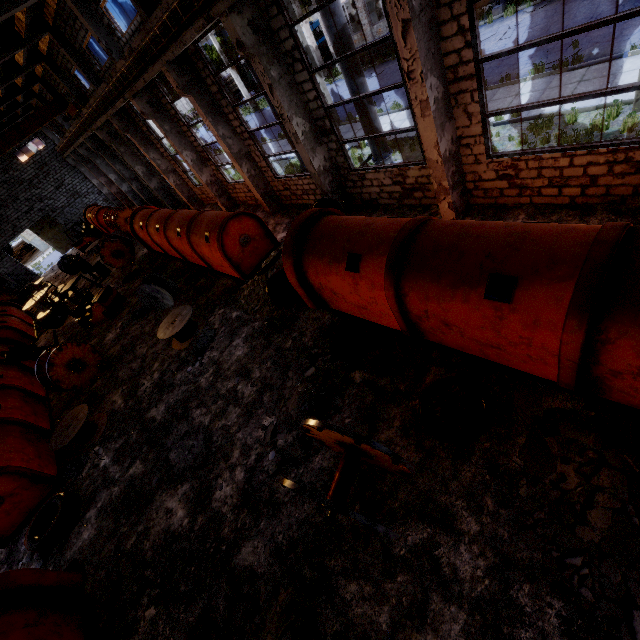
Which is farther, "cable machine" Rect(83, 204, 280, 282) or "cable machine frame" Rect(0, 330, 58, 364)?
Result: "cable machine frame" Rect(0, 330, 58, 364)

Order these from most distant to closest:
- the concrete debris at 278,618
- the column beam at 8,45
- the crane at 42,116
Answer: the crane at 42,116 < the column beam at 8,45 < the concrete debris at 278,618

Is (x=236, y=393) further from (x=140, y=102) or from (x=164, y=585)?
(x=140, y=102)

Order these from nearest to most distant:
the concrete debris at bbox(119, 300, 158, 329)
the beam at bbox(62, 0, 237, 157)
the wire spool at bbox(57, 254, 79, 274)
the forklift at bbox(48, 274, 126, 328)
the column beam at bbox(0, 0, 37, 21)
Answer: the beam at bbox(62, 0, 237, 157), the column beam at bbox(0, 0, 37, 21), the concrete debris at bbox(119, 300, 158, 329), the forklift at bbox(48, 274, 126, 328), the wire spool at bbox(57, 254, 79, 274)

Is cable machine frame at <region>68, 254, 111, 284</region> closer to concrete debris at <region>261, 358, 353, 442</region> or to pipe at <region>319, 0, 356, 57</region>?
pipe at <region>319, 0, 356, 57</region>

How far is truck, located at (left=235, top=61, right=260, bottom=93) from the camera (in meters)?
42.09

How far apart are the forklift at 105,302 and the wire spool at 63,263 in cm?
1181

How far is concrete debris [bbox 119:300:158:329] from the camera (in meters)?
14.98
